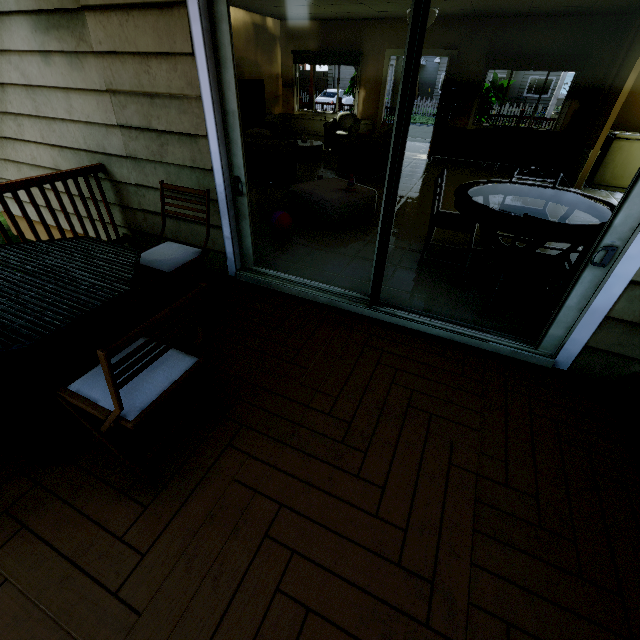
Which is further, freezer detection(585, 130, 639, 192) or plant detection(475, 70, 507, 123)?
plant detection(475, 70, 507, 123)

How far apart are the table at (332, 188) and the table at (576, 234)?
1.4 meters

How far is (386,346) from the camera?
2.5 meters

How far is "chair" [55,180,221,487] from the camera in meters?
1.2 m

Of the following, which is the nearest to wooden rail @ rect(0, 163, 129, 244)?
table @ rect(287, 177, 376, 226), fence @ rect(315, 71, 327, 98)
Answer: table @ rect(287, 177, 376, 226)

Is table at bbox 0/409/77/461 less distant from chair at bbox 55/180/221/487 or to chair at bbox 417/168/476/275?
chair at bbox 55/180/221/487

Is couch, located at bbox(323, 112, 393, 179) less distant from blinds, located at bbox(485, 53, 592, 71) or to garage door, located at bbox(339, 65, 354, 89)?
blinds, located at bbox(485, 53, 592, 71)

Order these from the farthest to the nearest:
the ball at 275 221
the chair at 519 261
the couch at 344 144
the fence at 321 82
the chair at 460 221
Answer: the fence at 321 82, the couch at 344 144, the ball at 275 221, the chair at 460 221, the chair at 519 261
